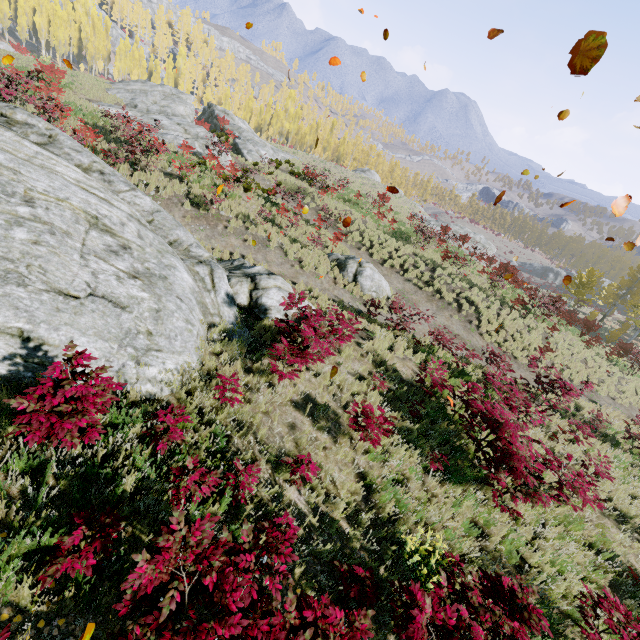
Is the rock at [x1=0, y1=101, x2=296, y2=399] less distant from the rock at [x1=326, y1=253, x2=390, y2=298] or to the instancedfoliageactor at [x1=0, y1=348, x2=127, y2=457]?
the instancedfoliageactor at [x1=0, y1=348, x2=127, y2=457]

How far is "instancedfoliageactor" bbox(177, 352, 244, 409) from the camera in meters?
5.7

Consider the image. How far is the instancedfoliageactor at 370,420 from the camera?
6.1 meters

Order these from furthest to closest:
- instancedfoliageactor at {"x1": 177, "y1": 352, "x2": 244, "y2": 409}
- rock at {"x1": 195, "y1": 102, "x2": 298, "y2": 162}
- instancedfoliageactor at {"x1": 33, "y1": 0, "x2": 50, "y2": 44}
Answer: instancedfoliageactor at {"x1": 33, "y1": 0, "x2": 50, "y2": 44} → rock at {"x1": 195, "y1": 102, "x2": 298, "y2": 162} → instancedfoliageactor at {"x1": 177, "y1": 352, "x2": 244, "y2": 409}

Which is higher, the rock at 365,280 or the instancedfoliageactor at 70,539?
the instancedfoliageactor at 70,539

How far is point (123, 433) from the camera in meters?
4.4 m

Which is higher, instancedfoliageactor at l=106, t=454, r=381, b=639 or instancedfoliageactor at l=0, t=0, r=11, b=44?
instancedfoliageactor at l=0, t=0, r=11, b=44

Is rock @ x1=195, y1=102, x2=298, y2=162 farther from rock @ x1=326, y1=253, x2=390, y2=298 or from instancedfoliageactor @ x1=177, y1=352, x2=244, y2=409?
rock @ x1=326, y1=253, x2=390, y2=298
